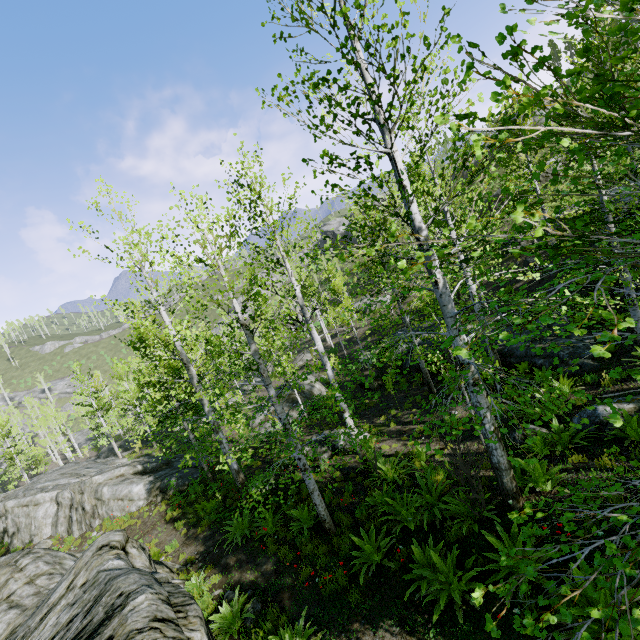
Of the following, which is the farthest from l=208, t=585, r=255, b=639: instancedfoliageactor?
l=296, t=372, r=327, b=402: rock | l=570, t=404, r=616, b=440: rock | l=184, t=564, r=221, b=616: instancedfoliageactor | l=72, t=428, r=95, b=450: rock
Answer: l=570, t=404, r=616, b=440: rock

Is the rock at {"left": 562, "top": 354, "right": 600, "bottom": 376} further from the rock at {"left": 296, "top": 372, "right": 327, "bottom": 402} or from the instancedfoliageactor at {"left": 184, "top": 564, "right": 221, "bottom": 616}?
the instancedfoliageactor at {"left": 184, "top": 564, "right": 221, "bottom": 616}

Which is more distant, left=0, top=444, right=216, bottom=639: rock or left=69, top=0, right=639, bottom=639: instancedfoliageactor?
left=0, top=444, right=216, bottom=639: rock

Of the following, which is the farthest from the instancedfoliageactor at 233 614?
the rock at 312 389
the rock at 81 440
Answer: the rock at 312 389

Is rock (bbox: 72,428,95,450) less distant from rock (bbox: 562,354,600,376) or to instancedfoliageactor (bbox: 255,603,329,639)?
instancedfoliageactor (bbox: 255,603,329,639)

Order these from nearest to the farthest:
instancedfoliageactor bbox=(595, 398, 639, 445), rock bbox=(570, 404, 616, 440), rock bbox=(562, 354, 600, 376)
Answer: instancedfoliageactor bbox=(595, 398, 639, 445) → rock bbox=(570, 404, 616, 440) → rock bbox=(562, 354, 600, 376)

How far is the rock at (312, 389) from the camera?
24.03m

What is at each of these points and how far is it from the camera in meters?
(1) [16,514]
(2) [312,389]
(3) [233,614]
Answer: (1) rock, 19.6 m
(2) rock, 24.9 m
(3) instancedfoliageactor, 6.9 m
